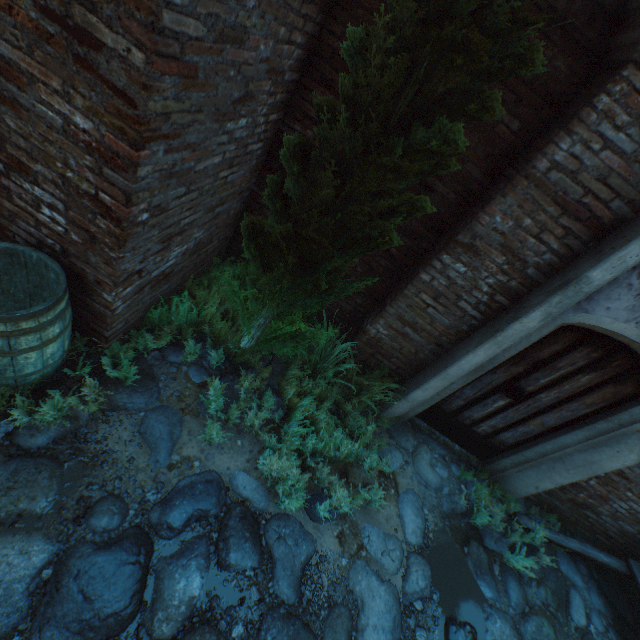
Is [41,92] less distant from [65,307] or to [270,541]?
[65,307]

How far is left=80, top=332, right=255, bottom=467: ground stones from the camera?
2.70m

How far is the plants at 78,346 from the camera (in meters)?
2.70

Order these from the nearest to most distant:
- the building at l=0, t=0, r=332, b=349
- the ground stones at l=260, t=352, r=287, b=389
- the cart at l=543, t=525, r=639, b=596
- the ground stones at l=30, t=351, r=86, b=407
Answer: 1. the building at l=0, t=0, r=332, b=349
2. the ground stones at l=30, t=351, r=86, b=407
3. the ground stones at l=260, t=352, r=287, b=389
4. the cart at l=543, t=525, r=639, b=596

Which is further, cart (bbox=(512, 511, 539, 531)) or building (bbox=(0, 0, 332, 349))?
cart (bbox=(512, 511, 539, 531))

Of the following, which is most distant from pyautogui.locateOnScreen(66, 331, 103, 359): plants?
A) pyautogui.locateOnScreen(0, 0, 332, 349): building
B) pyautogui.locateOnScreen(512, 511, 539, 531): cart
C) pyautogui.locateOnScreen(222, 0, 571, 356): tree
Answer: pyautogui.locateOnScreen(512, 511, 539, 531): cart

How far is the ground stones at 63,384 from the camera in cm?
250

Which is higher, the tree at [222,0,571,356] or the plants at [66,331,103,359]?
the tree at [222,0,571,356]
